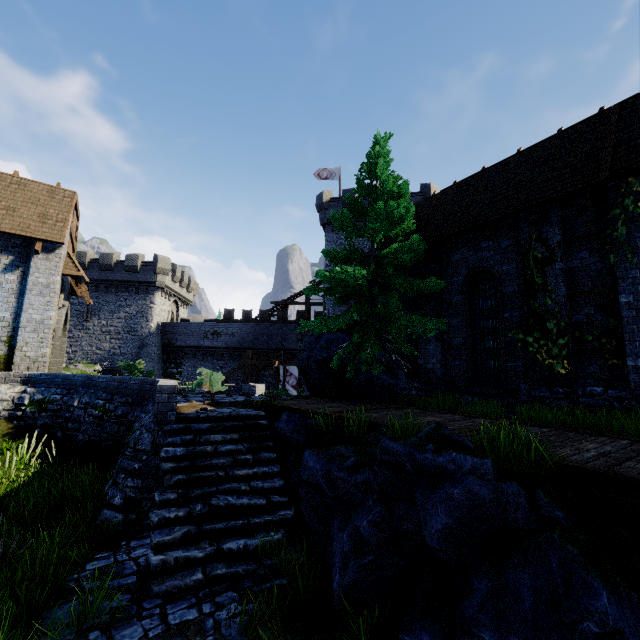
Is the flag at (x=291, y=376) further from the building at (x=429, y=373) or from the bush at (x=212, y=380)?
the building at (x=429, y=373)

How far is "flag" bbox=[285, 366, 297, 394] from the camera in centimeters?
2775cm

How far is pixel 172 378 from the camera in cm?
3406

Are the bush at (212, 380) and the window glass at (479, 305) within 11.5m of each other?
no

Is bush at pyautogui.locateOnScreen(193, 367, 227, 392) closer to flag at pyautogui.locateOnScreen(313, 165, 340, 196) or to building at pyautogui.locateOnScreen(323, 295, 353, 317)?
building at pyautogui.locateOnScreen(323, 295, 353, 317)

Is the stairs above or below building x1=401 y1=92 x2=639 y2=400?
below

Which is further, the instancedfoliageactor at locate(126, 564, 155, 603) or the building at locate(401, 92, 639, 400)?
the building at locate(401, 92, 639, 400)

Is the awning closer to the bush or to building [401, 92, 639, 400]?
the bush
